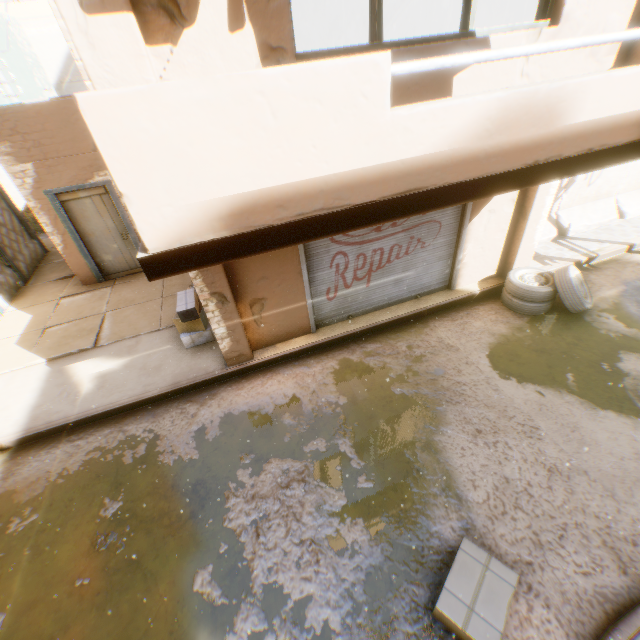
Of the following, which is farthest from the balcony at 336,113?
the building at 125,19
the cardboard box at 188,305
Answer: the cardboard box at 188,305

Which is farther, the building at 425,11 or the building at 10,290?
the building at 10,290

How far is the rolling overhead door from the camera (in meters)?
5.72

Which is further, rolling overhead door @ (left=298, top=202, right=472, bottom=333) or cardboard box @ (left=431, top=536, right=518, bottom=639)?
rolling overhead door @ (left=298, top=202, right=472, bottom=333)

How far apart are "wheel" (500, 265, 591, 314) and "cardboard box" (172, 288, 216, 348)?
5.3m

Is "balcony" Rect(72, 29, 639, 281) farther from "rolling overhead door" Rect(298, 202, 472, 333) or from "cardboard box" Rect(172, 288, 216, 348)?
"cardboard box" Rect(172, 288, 216, 348)

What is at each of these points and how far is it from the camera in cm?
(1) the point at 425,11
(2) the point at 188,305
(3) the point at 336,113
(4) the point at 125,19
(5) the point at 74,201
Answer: (1) building, 771
(2) cardboard box, 605
(3) balcony, 214
(4) building, 248
(5) door, 786

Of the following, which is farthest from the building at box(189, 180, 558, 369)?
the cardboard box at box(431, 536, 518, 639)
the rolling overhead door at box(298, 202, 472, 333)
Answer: the cardboard box at box(431, 536, 518, 639)
